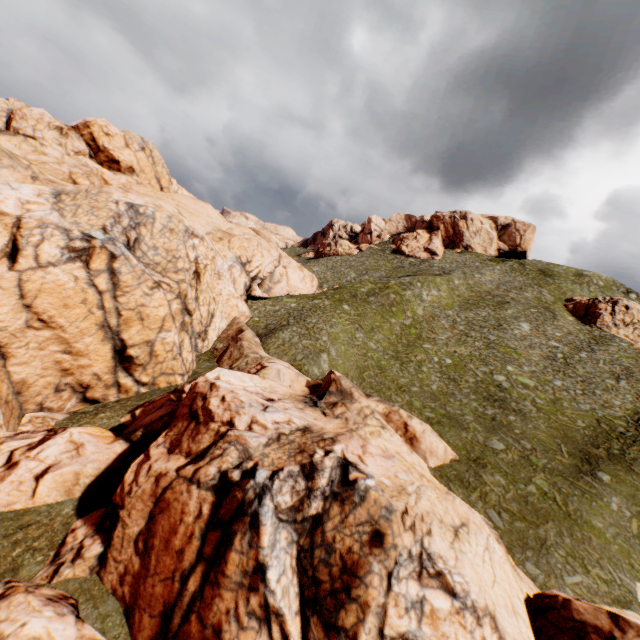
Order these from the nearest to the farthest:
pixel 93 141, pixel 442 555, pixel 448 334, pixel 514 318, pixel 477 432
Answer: → pixel 442 555 → pixel 477 432 → pixel 93 141 → pixel 448 334 → pixel 514 318

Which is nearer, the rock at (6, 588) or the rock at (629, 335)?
the rock at (6, 588)

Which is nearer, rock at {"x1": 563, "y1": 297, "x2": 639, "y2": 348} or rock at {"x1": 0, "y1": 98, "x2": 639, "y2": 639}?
rock at {"x1": 0, "y1": 98, "x2": 639, "y2": 639}

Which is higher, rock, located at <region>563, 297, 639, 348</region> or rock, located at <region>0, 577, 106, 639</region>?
rock, located at <region>563, 297, 639, 348</region>
